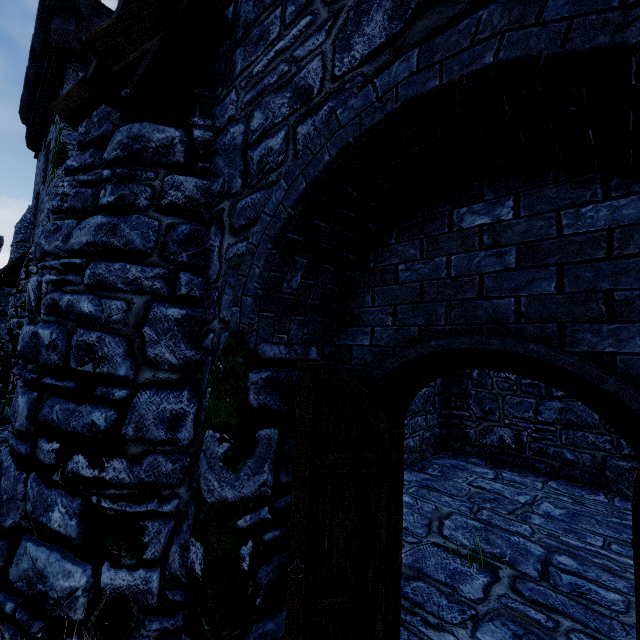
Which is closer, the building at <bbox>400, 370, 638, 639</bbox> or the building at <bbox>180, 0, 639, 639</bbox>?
the building at <bbox>180, 0, 639, 639</bbox>

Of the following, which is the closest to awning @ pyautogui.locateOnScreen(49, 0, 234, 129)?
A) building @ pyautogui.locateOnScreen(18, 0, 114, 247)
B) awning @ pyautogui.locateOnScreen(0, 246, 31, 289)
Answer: building @ pyautogui.locateOnScreen(18, 0, 114, 247)

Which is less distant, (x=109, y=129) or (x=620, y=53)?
(x=620, y=53)

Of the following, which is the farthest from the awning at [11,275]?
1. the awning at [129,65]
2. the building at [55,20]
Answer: the awning at [129,65]

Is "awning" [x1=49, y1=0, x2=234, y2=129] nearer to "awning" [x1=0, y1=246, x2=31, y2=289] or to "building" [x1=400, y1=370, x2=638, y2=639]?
"building" [x1=400, y1=370, x2=638, y2=639]

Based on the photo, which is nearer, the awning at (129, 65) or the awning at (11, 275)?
the awning at (129, 65)
